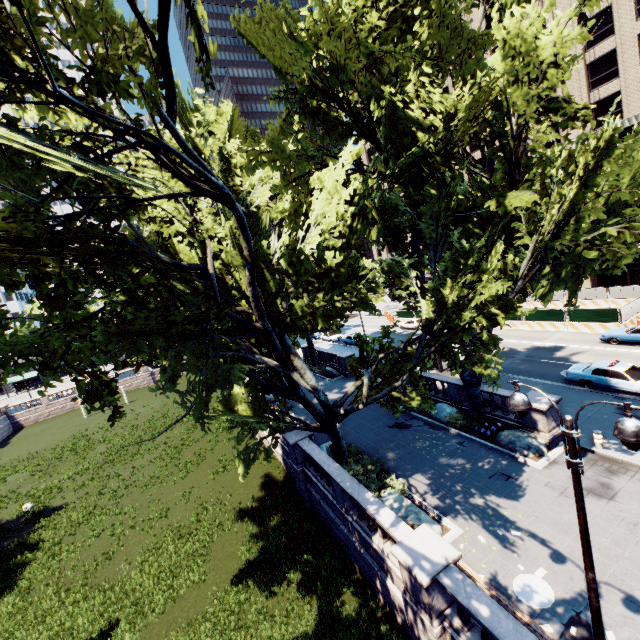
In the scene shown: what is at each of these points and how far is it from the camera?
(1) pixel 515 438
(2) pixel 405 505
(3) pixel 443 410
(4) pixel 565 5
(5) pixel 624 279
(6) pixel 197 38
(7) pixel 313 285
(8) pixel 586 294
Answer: (1) rock, 15.9m
(2) rock, 13.4m
(3) rock, 20.2m
(4) building, 35.4m
(5) building, 37.6m
(6) tree, 5.9m
(7) tree, 15.5m
(8) fence, 35.0m

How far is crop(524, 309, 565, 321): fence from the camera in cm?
3032

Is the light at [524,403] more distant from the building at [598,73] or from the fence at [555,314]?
the building at [598,73]

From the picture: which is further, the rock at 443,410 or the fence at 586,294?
the fence at 586,294

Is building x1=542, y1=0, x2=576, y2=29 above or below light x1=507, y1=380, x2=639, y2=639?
above

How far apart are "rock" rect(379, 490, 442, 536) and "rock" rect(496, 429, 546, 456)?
5.7m

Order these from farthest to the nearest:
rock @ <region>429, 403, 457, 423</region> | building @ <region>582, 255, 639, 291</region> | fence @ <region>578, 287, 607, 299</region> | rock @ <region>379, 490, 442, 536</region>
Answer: building @ <region>582, 255, 639, 291</region> → fence @ <region>578, 287, 607, 299</region> → rock @ <region>429, 403, 457, 423</region> → rock @ <region>379, 490, 442, 536</region>

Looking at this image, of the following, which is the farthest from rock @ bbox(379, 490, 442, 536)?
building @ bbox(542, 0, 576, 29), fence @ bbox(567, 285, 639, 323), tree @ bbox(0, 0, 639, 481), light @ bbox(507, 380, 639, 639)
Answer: building @ bbox(542, 0, 576, 29)
